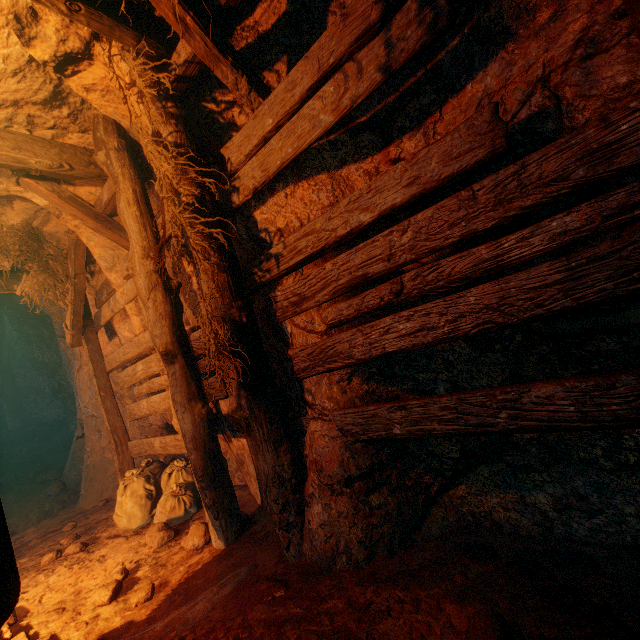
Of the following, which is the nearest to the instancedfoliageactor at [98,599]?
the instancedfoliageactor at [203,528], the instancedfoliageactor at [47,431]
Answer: the instancedfoliageactor at [203,528]

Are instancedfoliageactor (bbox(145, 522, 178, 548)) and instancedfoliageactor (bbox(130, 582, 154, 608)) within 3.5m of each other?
yes

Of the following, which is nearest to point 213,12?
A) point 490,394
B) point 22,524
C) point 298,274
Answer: point 298,274

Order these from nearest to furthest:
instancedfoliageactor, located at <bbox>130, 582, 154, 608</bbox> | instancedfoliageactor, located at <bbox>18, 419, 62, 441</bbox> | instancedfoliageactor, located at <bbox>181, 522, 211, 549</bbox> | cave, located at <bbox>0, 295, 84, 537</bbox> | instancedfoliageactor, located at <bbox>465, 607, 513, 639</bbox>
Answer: instancedfoliageactor, located at <bbox>465, 607, 513, 639</bbox> < instancedfoliageactor, located at <bbox>130, 582, 154, 608</bbox> < instancedfoliageactor, located at <bbox>181, 522, 211, 549</bbox> < cave, located at <bbox>0, 295, 84, 537</bbox> < instancedfoliageactor, located at <bbox>18, 419, 62, 441</bbox>

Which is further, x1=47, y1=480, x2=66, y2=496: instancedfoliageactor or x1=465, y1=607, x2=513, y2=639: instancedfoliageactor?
x1=47, y1=480, x2=66, y2=496: instancedfoliageactor

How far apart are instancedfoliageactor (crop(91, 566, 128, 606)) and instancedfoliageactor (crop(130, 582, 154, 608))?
0.30m

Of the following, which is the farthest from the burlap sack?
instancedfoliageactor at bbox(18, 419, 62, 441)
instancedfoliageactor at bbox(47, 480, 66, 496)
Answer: instancedfoliageactor at bbox(18, 419, 62, 441)

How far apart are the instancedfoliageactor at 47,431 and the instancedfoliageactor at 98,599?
8.66m
